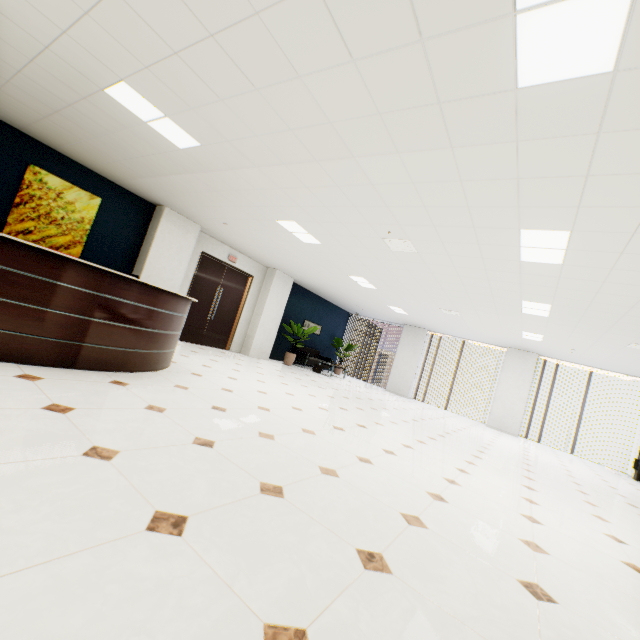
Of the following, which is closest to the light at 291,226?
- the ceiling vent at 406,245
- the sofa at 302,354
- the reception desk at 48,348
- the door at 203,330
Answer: the ceiling vent at 406,245

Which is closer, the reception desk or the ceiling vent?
the reception desk

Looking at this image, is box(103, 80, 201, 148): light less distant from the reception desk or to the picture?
the reception desk

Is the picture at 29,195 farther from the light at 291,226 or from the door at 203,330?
the light at 291,226

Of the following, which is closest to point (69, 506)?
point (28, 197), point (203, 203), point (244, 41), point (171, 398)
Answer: point (171, 398)

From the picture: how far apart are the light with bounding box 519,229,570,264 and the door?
7.38m

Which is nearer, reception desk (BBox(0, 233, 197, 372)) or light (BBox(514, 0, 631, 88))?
light (BBox(514, 0, 631, 88))

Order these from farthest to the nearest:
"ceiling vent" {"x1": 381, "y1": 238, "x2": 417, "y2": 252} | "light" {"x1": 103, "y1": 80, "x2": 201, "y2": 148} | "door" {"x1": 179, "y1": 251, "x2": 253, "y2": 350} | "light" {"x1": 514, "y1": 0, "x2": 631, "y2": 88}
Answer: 1. "door" {"x1": 179, "y1": 251, "x2": 253, "y2": 350}
2. "ceiling vent" {"x1": 381, "y1": 238, "x2": 417, "y2": 252}
3. "light" {"x1": 103, "y1": 80, "x2": 201, "y2": 148}
4. "light" {"x1": 514, "y1": 0, "x2": 631, "y2": 88}
